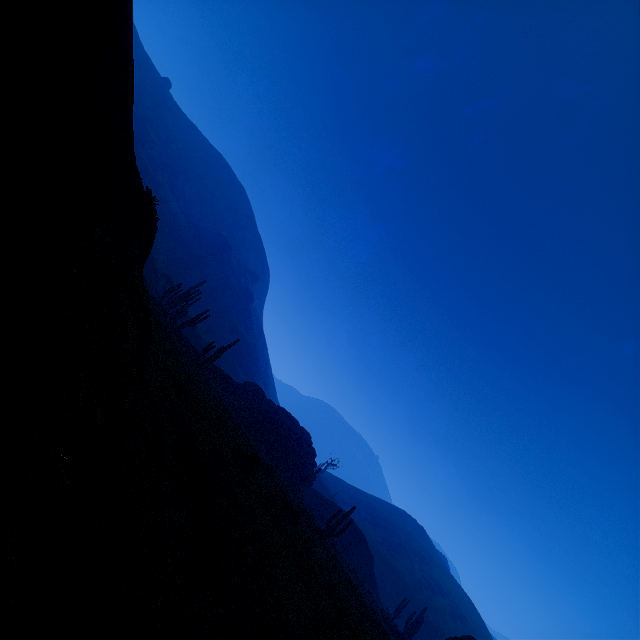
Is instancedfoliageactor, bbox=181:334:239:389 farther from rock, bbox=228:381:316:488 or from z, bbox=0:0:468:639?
rock, bbox=228:381:316:488

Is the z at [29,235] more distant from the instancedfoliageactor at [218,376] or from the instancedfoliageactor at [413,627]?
the instancedfoliageactor at [413,627]

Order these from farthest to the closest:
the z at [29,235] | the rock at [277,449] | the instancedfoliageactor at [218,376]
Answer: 1. the rock at [277,449]
2. the instancedfoliageactor at [218,376]
3. the z at [29,235]

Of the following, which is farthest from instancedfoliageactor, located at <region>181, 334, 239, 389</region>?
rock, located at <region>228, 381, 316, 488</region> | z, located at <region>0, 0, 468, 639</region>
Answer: rock, located at <region>228, 381, 316, 488</region>

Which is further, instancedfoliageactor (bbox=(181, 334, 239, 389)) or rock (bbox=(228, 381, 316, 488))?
rock (bbox=(228, 381, 316, 488))

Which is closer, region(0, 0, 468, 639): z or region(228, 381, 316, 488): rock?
region(0, 0, 468, 639): z

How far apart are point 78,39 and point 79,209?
1.5 meters

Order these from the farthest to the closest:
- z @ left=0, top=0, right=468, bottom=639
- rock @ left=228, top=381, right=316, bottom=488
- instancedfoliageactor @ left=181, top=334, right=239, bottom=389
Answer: rock @ left=228, top=381, right=316, bottom=488
instancedfoliageactor @ left=181, top=334, right=239, bottom=389
z @ left=0, top=0, right=468, bottom=639
